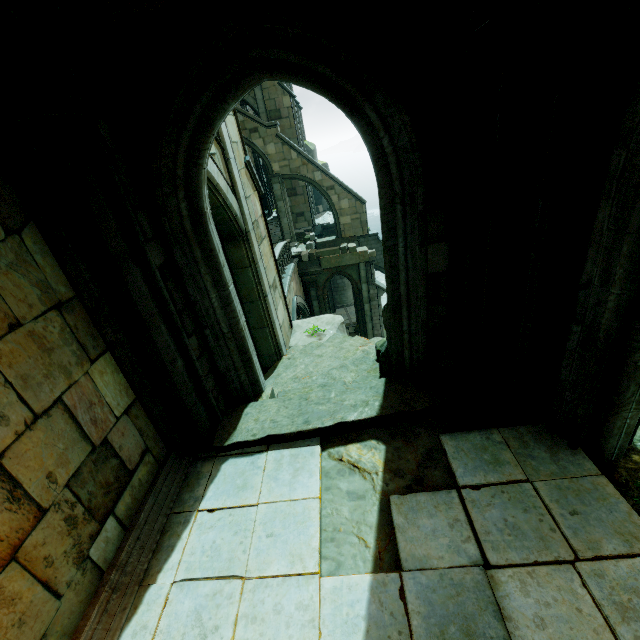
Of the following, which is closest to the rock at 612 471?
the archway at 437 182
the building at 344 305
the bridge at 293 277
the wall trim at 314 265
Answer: the bridge at 293 277

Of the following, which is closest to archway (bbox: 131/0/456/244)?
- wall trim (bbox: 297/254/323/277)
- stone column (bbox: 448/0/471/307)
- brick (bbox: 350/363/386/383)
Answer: stone column (bbox: 448/0/471/307)

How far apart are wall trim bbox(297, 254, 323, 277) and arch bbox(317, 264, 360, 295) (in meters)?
0.00

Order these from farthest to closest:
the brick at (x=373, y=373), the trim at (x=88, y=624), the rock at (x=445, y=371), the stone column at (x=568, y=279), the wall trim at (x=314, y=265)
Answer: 1. the wall trim at (x=314, y=265)
2. the brick at (x=373, y=373)
3. the rock at (x=445, y=371)
4. the trim at (x=88, y=624)
5. the stone column at (x=568, y=279)

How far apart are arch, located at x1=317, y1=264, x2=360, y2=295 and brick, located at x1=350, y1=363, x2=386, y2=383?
14.5m

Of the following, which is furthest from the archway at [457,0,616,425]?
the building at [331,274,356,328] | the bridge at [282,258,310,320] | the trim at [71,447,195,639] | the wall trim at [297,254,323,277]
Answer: the building at [331,274,356,328]

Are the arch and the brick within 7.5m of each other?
no

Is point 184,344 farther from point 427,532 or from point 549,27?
point 549,27
